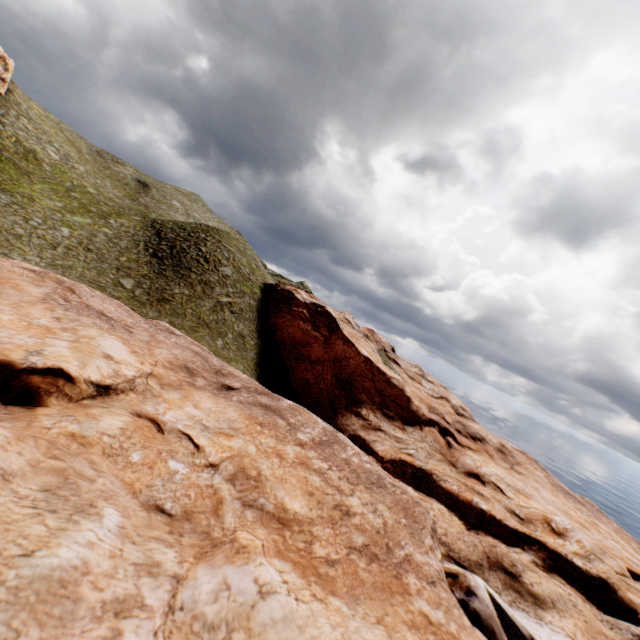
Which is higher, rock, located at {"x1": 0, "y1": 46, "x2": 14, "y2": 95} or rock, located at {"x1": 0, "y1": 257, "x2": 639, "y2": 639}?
rock, located at {"x1": 0, "y1": 46, "x2": 14, "y2": 95}

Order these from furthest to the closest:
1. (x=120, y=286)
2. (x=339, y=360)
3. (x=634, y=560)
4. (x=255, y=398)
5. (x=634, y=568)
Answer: (x=339, y=360) < (x=634, y=560) < (x=120, y=286) < (x=634, y=568) < (x=255, y=398)

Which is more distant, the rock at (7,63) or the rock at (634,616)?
the rock at (7,63)

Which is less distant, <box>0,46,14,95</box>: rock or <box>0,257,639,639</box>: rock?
<box>0,257,639,639</box>: rock

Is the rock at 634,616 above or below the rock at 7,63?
below
